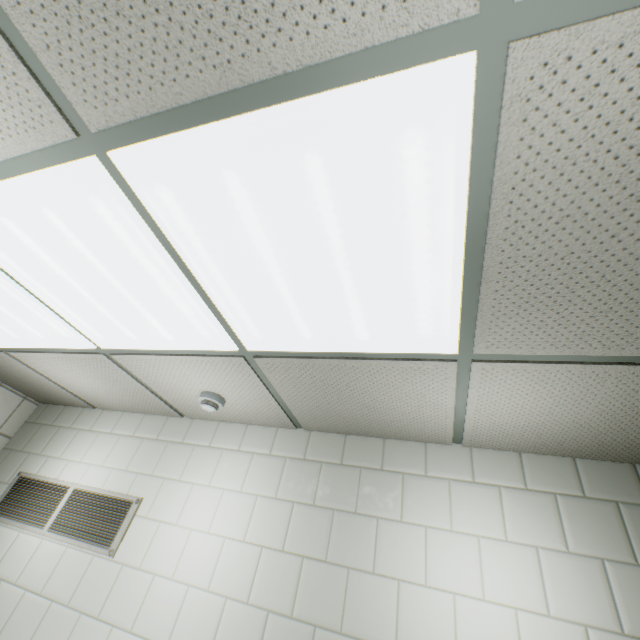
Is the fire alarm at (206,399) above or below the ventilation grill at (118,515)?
above

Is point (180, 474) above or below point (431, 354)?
below

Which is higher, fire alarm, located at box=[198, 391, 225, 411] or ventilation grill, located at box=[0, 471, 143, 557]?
fire alarm, located at box=[198, 391, 225, 411]

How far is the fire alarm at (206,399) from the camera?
2.0m

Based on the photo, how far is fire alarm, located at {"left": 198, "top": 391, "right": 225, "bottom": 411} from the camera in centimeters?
203cm
